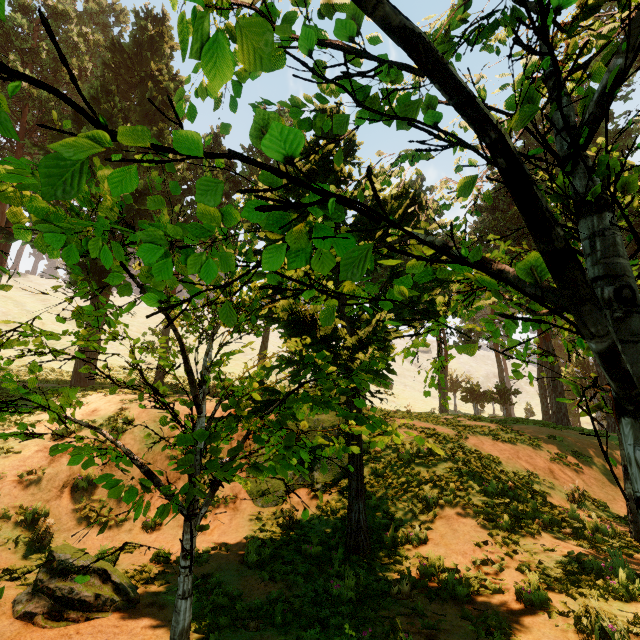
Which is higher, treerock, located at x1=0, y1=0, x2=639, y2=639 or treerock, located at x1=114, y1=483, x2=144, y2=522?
treerock, located at x1=0, y1=0, x2=639, y2=639

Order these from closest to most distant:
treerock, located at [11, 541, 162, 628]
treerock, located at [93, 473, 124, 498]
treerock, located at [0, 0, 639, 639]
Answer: treerock, located at [0, 0, 639, 639]
treerock, located at [93, 473, 124, 498]
treerock, located at [11, 541, 162, 628]

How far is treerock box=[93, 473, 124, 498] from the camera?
1.9m

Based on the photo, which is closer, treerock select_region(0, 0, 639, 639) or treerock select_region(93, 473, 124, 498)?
treerock select_region(0, 0, 639, 639)

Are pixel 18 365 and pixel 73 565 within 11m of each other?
no

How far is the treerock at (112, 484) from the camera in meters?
1.9
